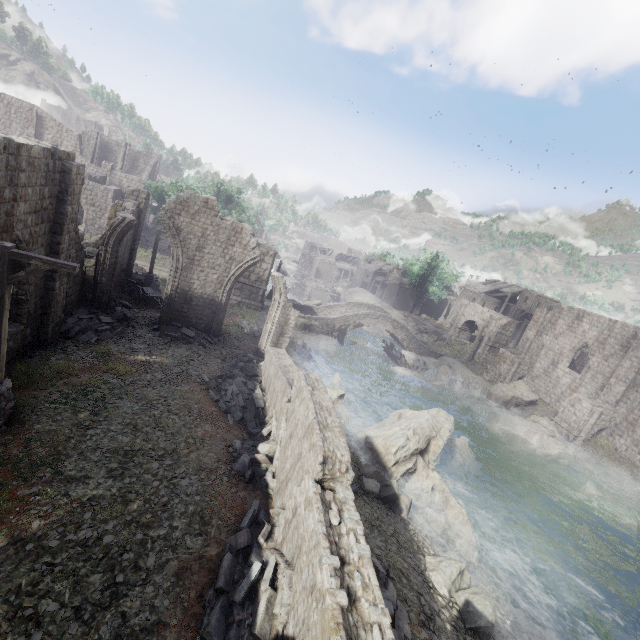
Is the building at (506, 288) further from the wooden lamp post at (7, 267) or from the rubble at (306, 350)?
the rubble at (306, 350)

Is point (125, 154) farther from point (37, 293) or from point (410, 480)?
point (410, 480)

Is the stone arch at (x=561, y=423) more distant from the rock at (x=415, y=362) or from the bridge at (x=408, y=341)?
the bridge at (x=408, y=341)

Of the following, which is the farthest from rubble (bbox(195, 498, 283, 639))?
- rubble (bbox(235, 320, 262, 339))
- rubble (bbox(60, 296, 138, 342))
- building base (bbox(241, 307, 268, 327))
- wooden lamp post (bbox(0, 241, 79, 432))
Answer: wooden lamp post (bbox(0, 241, 79, 432))

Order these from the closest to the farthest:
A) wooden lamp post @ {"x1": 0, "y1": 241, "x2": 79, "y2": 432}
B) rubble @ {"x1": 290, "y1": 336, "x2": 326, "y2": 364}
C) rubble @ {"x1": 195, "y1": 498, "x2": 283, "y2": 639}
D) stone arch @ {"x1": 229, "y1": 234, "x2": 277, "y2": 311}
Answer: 1. rubble @ {"x1": 195, "y1": 498, "x2": 283, "y2": 639}
2. wooden lamp post @ {"x1": 0, "y1": 241, "x2": 79, "y2": 432}
3. rubble @ {"x1": 290, "y1": 336, "x2": 326, "y2": 364}
4. stone arch @ {"x1": 229, "y1": 234, "x2": 277, "y2": 311}

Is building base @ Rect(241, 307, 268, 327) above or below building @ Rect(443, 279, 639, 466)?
below

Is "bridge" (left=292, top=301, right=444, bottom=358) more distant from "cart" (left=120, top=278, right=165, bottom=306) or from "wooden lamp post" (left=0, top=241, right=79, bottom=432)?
"wooden lamp post" (left=0, top=241, right=79, bottom=432)

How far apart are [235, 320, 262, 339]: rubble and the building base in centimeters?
1cm
